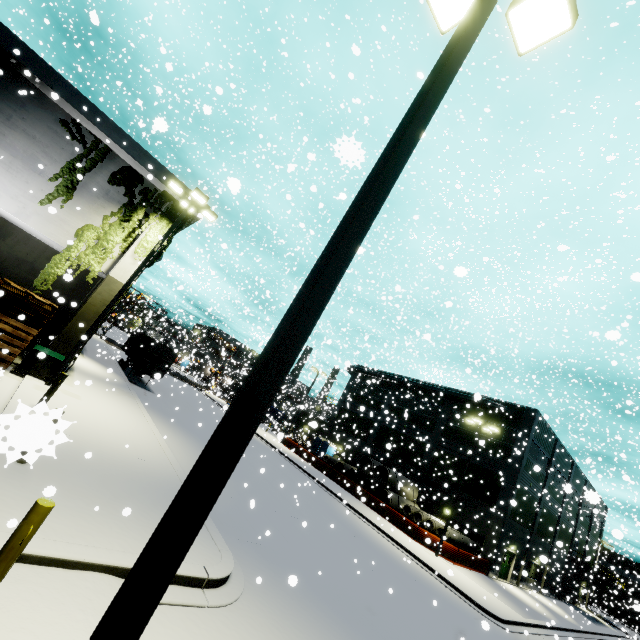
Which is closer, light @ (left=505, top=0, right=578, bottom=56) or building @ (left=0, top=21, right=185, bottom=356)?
light @ (left=505, top=0, right=578, bottom=56)

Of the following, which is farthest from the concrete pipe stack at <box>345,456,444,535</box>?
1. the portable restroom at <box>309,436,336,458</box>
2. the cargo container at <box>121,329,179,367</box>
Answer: Answer: the portable restroom at <box>309,436,336,458</box>

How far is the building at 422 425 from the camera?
28.31m

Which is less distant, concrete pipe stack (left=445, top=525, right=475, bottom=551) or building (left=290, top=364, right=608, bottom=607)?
concrete pipe stack (left=445, top=525, right=475, bottom=551)

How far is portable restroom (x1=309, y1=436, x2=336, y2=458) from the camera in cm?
4247

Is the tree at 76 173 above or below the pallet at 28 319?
above

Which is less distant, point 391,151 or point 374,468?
point 391,151

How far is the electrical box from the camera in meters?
12.1
